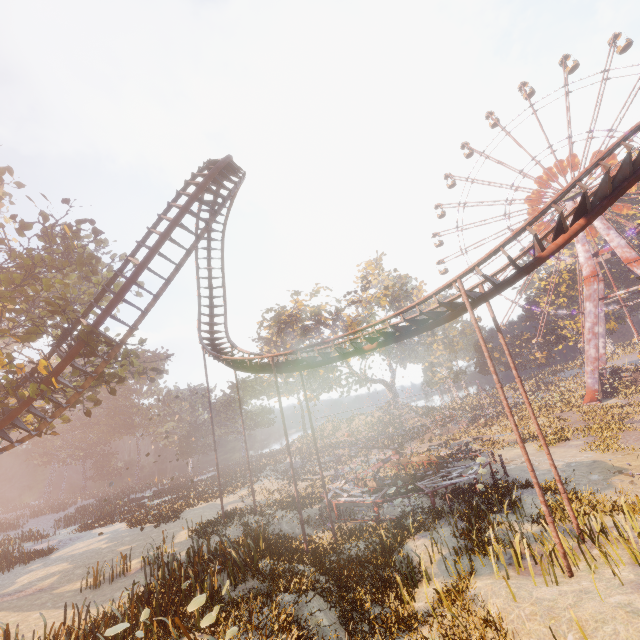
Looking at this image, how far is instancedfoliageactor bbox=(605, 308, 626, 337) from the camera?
49.3 meters

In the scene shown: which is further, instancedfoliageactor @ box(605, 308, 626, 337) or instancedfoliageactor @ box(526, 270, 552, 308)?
instancedfoliageactor @ box(526, 270, 552, 308)

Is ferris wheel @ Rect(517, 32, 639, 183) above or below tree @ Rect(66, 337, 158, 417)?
above

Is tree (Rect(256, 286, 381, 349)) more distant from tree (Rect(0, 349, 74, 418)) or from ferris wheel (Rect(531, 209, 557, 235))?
tree (Rect(0, 349, 74, 418))

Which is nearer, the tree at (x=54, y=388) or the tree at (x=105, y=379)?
the tree at (x=54, y=388)

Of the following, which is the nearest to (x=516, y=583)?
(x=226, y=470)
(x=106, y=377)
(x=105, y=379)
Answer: (x=105, y=379)

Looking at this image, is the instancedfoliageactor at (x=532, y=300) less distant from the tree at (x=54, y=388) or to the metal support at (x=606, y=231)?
the metal support at (x=606, y=231)

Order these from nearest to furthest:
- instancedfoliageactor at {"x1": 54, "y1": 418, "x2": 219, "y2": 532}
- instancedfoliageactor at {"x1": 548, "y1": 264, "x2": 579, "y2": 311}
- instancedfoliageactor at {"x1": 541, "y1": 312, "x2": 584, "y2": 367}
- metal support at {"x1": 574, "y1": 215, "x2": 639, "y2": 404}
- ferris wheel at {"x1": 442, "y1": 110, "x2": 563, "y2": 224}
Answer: instancedfoliageactor at {"x1": 54, "y1": 418, "x2": 219, "y2": 532} < metal support at {"x1": 574, "y1": 215, "x2": 639, "y2": 404} < ferris wheel at {"x1": 442, "y1": 110, "x2": 563, "y2": 224} < instancedfoliageactor at {"x1": 541, "y1": 312, "x2": 584, "y2": 367} < instancedfoliageactor at {"x1": 548, "y1": 264, "x2": 579, "y2": 311}
